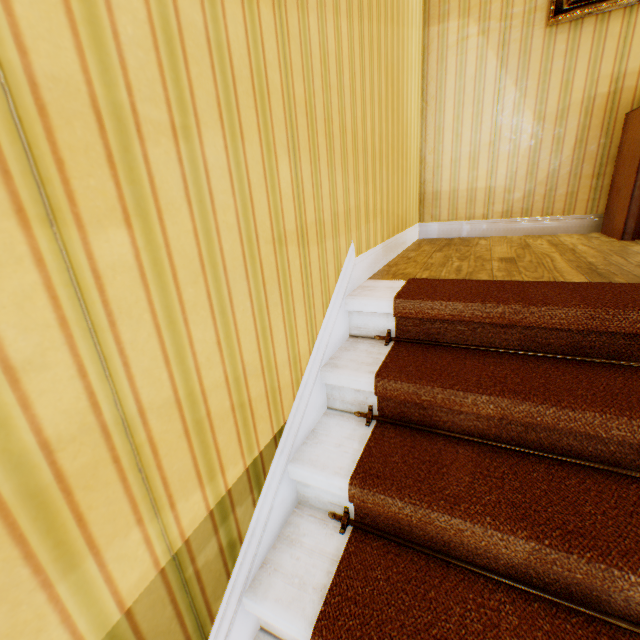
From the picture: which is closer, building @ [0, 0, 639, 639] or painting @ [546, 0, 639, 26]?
building @ [0, 0, 639, 639]

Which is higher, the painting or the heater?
Answer: the painting

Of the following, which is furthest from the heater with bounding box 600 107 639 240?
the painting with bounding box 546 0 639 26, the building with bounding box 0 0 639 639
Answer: the painting with bounding box 546 0 639 26

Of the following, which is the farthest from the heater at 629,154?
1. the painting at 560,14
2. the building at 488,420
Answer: the painting at 560,14

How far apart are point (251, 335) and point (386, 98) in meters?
1.9

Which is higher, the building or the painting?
the painting

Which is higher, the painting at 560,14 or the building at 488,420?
the painting at 560,14

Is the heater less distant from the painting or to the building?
the building
